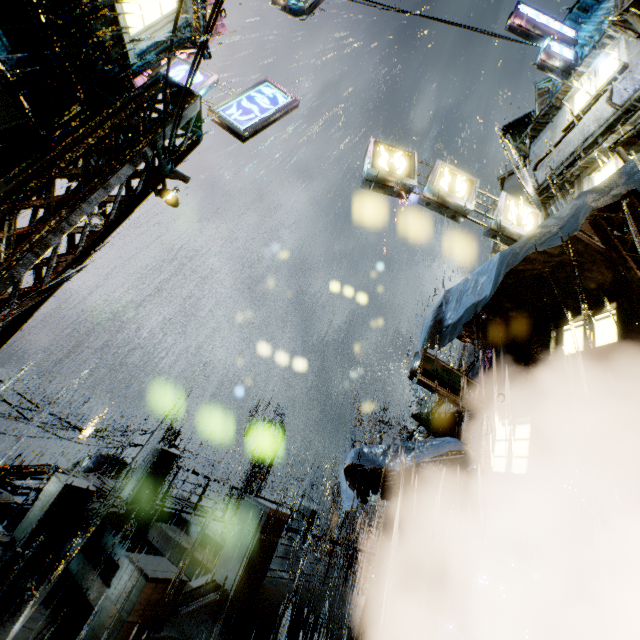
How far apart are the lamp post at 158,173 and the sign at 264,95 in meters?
2.0 m

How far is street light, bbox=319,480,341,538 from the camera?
19.4m

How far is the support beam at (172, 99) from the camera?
6.78m

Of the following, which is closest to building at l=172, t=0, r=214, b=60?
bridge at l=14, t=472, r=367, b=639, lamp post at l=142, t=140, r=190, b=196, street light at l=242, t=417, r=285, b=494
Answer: bridge at l=14, t=472, r=367, b=639

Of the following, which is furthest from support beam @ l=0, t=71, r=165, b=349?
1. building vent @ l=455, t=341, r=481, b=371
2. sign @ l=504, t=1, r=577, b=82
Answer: sign @ l=504, t=1, r=577, b=82

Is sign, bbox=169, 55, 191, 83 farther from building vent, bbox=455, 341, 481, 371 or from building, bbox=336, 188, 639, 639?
building vent, bbox=455, 341, 481, 371

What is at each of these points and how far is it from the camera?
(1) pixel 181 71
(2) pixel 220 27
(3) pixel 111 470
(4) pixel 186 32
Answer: (1) sign, 8.73m
(2) building, 13.51m
(3) building vent, 20.36m
(4) building, 9.37m

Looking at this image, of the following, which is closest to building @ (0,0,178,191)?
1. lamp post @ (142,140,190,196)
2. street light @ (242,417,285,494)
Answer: street light @ (242,417,285,494)
